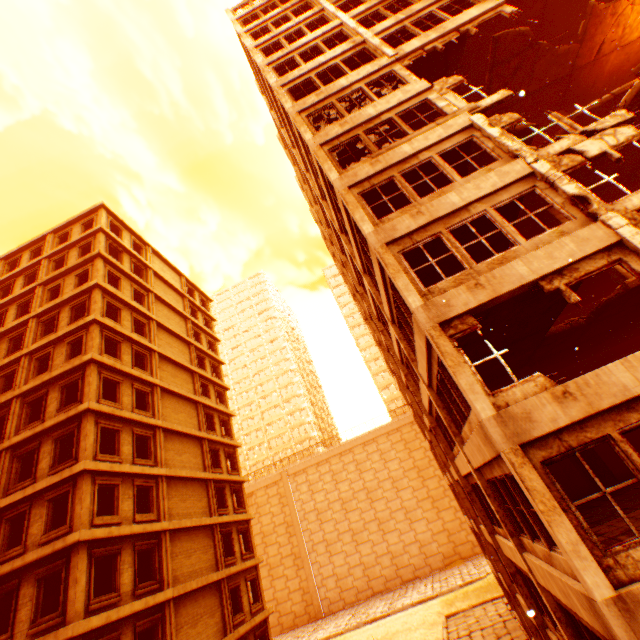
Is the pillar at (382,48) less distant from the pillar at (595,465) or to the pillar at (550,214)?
the pillar at (550,214)

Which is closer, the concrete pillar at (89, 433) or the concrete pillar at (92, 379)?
the concrete pillar at (89, 433)

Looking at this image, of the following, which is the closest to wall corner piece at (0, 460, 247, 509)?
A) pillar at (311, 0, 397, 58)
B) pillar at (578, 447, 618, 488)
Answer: pillar at (311, 0, 397, 58)

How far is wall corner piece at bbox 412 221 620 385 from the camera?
7.6 meters

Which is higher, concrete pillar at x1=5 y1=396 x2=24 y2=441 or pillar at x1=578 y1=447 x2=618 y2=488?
concrete pillar at x1=5 y1=396 x2=24 y2=441

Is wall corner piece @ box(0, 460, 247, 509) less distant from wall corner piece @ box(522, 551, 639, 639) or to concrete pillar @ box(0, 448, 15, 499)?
concrete pillar @ box(0, 448, 15, 499)

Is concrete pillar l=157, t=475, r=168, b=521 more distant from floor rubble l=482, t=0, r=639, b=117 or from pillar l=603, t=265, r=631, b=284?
pillar l=603, t=265, r=631, b=284

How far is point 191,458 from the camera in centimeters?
2294cm
